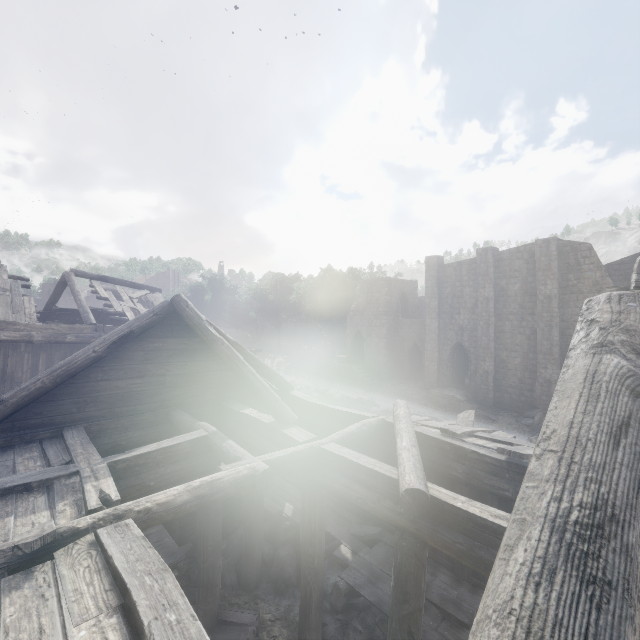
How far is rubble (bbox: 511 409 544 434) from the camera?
21.91m

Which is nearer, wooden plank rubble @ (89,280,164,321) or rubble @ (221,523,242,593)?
rubble @ (221,523,242,593)

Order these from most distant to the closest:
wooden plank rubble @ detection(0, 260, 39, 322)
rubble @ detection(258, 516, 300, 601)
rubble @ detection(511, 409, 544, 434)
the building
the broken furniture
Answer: rubble @ detection(511, 409, 544, 434)
wooden plank rubble @ detection(0, 260, 39, 322)
rubble @ detection(258, 516, 300, 601)
the broken furniture
the building

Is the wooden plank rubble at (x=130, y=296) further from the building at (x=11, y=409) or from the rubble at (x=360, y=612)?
the rubble at (x=360, y=612)

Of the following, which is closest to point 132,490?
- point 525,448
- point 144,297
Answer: point 525,448

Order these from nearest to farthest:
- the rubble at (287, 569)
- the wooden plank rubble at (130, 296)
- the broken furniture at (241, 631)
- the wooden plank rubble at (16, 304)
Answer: the broken furniture at (241, 631) → the rubble at (287, 569) → the wooden plank rubble at (16, 304) → the wooden plank rubble at (130, 296)

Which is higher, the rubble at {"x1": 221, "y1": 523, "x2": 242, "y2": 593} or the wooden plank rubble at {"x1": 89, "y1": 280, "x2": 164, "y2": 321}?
the wooden plank rubble at {"x1": 89, "y1": 280, "x2": 164, "y2": 321}

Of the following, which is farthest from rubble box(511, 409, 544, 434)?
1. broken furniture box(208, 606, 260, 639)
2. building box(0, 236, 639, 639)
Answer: broken furniture box(208, 606, 260, 639)
